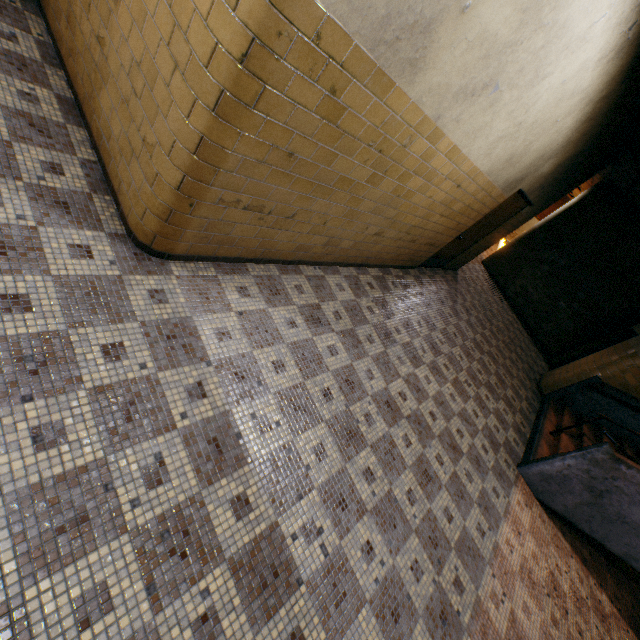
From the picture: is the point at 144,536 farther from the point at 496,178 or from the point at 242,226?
the point at 496,178

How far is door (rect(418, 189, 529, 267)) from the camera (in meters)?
5.98

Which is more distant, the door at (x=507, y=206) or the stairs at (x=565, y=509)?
the door at (x=507, y=206)

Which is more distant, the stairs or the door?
the door

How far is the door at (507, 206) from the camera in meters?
6.0 m
